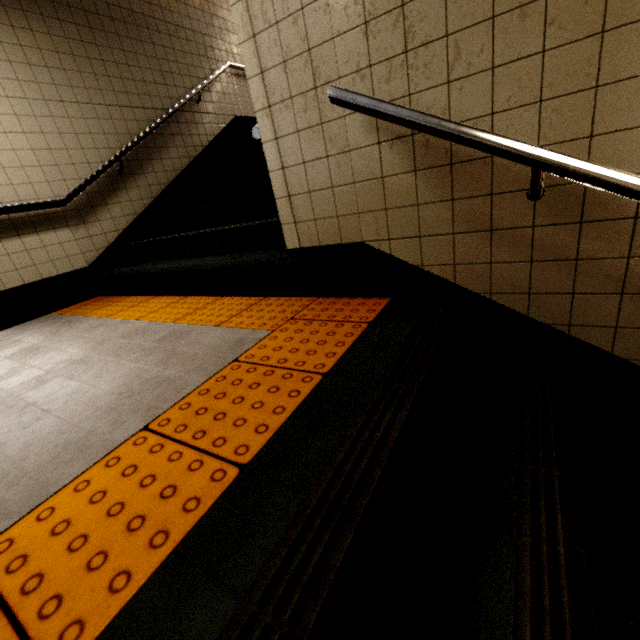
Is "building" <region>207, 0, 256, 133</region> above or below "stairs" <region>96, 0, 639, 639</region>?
above

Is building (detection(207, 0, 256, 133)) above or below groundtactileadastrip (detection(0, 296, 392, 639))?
above

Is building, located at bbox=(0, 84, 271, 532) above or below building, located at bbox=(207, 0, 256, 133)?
below

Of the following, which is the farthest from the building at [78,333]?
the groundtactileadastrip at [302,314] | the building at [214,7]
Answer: the building at [214,7]

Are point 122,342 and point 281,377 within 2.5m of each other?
yes

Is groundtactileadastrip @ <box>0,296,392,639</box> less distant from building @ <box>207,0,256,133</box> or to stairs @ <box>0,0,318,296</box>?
stairs @ <box>0,0,318,296</box>

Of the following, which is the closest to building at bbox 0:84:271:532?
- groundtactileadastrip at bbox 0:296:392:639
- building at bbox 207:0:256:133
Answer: groundtactileadastrip at bbox 0:296:392:639

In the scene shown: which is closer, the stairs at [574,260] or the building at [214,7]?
the stairs at [574,260]
